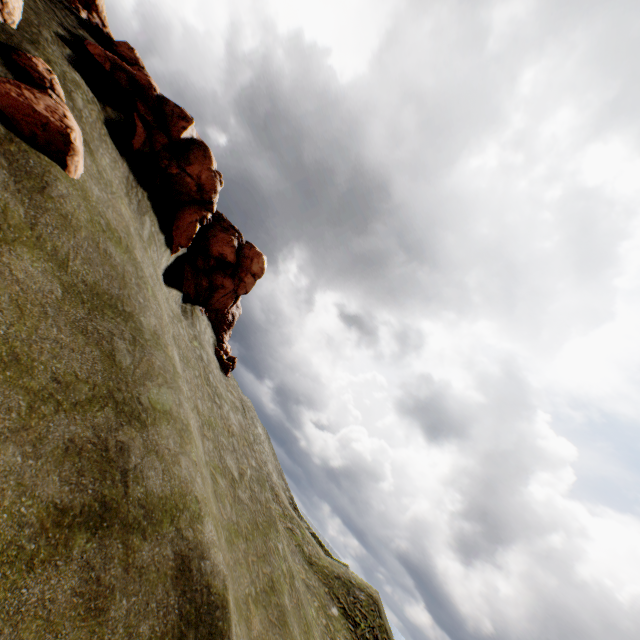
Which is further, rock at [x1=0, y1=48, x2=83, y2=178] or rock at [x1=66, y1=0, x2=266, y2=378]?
rock at [x1=66, y1=0, x2=266, y2=378]

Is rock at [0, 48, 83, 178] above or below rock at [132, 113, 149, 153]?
below

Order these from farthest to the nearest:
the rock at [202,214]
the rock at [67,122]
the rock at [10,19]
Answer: the rock at [202,214] < the rock at [10,19] < the rock at [67,122]

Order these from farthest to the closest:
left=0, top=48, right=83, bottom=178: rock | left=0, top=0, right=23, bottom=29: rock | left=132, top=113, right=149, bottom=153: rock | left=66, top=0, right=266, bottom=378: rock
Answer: left=66, top=0, right=266, bottom=378: rock < left=132, top=113, right=149, bottom=153: rock < left=0, top=0, right=23, bottom=29: rock < left=0, top=48, right=83, bottom=178: rock

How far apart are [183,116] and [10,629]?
23.9 meters

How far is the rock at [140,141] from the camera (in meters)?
17.34
